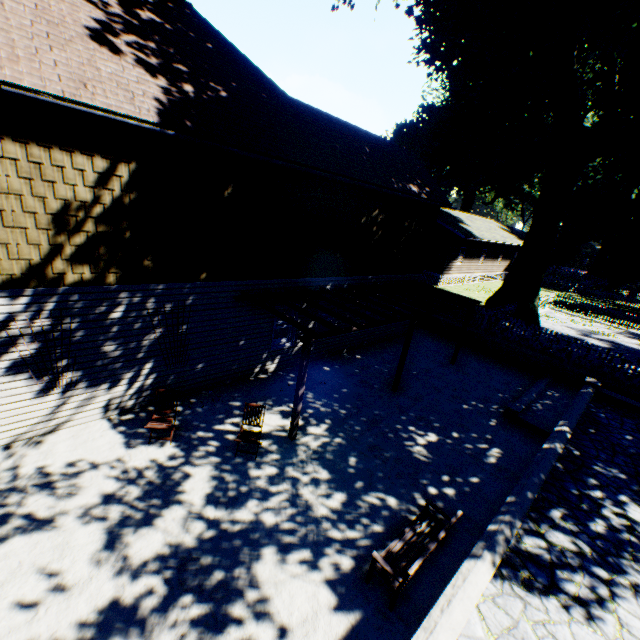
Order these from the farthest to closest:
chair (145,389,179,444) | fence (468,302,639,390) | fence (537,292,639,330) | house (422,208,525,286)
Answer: house (422,208,525,286)
fence (537,292,639,330)
fence (468,302,639,390)
chair (145,389,179,444)

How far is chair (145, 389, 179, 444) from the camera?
7.52m

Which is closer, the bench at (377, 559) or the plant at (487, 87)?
the bench at (377, 559)

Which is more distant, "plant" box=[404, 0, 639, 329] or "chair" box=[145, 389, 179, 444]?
"plant" box=[404, 0, 639, 329]

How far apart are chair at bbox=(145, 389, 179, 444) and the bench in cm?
504

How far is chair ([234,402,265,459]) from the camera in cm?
752

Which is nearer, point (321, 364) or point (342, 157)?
point (342, 157)

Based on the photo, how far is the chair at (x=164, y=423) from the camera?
7.5 meters
